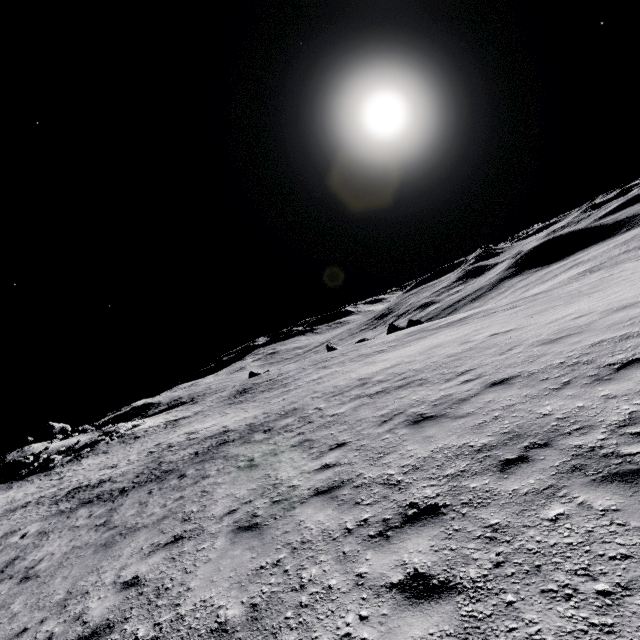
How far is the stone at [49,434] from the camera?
47.2 meters

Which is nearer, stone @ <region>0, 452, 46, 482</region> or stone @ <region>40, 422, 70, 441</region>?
stone @ <region>0, 452, 46, 482</region>

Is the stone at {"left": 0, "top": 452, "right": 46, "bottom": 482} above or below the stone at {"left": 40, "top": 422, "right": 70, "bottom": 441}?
below

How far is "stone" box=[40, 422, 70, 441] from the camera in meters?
47.2

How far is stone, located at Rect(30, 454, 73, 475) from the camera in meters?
34.8

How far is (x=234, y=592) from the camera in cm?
424

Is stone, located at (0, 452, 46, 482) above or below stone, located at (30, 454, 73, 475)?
above

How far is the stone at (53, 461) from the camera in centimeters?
3481cm
